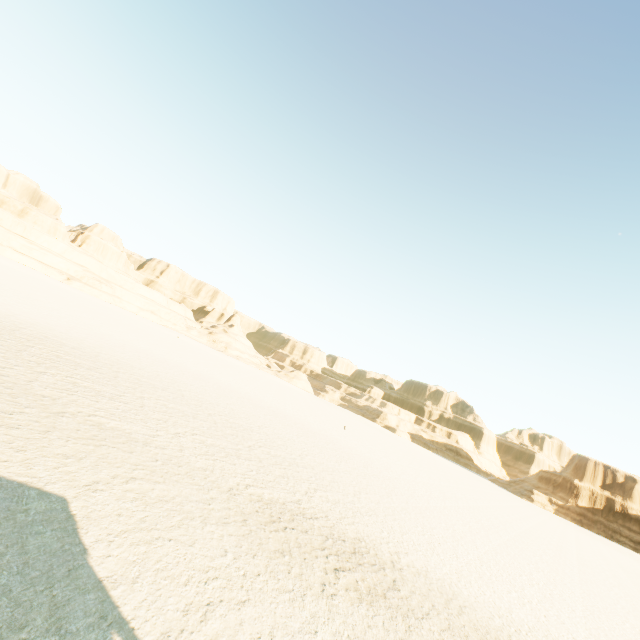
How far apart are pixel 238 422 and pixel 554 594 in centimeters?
1641cm
